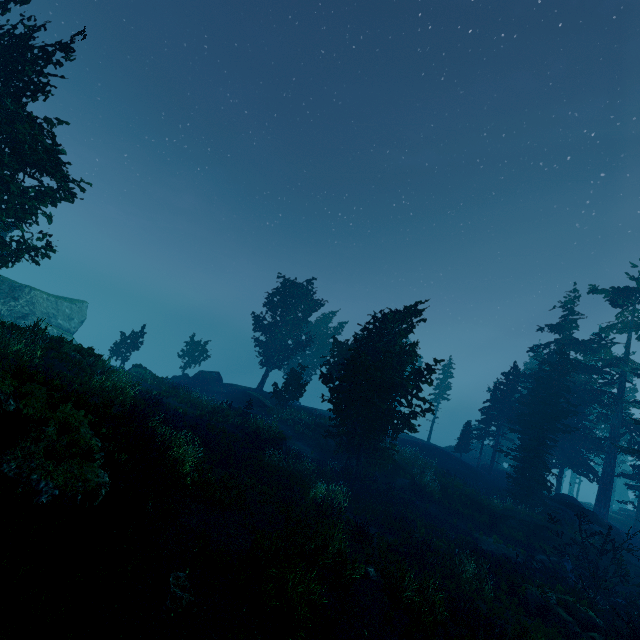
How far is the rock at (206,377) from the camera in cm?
3897

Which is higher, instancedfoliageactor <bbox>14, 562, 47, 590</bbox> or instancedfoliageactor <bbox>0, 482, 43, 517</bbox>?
instancedfoliageactor <bbox>0, 482, 43, 517</bbox>

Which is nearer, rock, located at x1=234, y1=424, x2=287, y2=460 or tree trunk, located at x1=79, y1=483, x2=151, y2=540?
tree trunk, located at x1=79, y1=483, x2=151, y2=540

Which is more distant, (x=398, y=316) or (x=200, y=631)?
(x=398, y=316)

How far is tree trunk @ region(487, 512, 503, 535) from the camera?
23.1 meters

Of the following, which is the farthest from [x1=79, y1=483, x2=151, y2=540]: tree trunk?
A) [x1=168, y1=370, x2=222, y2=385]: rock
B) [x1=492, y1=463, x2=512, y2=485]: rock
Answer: [x1=492, y1=463, x2=512, y2=485]: rock

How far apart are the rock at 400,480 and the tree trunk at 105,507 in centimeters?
2313cm

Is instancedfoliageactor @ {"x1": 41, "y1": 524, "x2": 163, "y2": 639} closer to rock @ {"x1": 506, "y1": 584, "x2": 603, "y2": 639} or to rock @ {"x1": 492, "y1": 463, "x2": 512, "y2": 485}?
rock @ {"x1": 492, "y1": 463, "x2": 512, "y2": 485}
